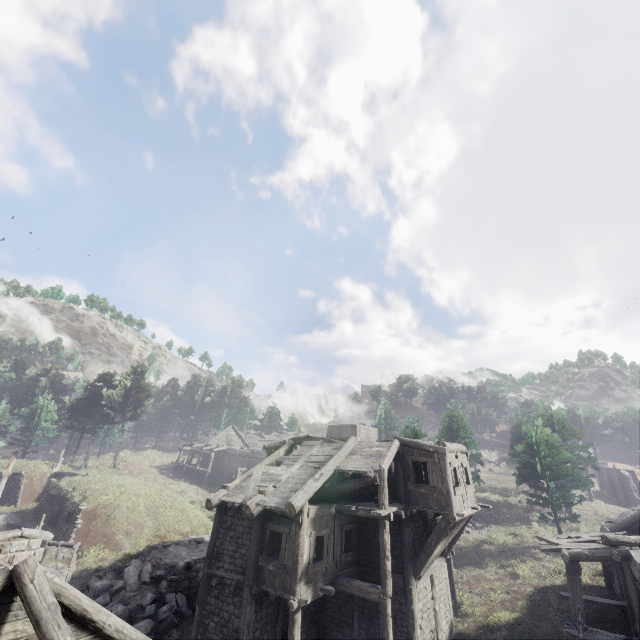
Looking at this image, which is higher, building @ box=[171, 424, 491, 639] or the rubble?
building @ box=[171, 424, 491, 639]

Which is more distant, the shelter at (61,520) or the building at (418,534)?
the shelter at (61,520)

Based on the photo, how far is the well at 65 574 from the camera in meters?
18.2

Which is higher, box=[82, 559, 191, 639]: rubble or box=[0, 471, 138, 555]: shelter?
box=[0, 471, 138, 555]: shelter

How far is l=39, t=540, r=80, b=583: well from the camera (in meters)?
18.20

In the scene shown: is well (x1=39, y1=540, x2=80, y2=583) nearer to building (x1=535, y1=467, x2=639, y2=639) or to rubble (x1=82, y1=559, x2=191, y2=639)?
rubble (x1=82, y1=559, x2=191, y2=639)

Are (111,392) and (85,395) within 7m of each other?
yes

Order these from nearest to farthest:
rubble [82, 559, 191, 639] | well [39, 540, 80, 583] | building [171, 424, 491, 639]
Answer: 1. building [171, 424, 491, 639]
2. rubble [82, 559, 191, 639]
3. well [39, 540, 80, 583]
